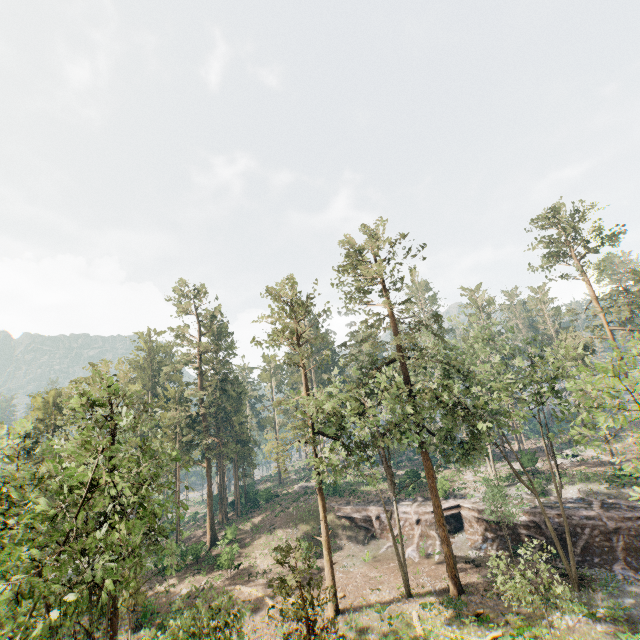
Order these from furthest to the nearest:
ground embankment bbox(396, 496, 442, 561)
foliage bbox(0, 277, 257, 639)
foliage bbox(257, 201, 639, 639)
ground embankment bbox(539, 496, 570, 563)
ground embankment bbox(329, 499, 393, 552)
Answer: ground embankment bbox(329, 499, 393, 552) → ground embankment bbox(396, 496, 442, 561) → ground embankment bbox(539, 496, 570, 563) → foliage bbox(257, 201, 639, 639) → foliage bbox(0, 277, 257, 639)

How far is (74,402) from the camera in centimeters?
1587cm

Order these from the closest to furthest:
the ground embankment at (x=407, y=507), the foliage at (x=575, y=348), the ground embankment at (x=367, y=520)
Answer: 1. the foliage at (x=575, y=348)
2. the ground embankment at (x=407, y=507)
3. the ground embankment at (x=367, y=520)

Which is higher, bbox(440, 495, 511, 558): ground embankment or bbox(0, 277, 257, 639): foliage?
bbox(0, 277, 257, 639): foliage

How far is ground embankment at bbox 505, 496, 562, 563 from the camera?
28.53m

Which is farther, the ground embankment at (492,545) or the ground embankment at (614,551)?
the ground embankment at (492,545)
